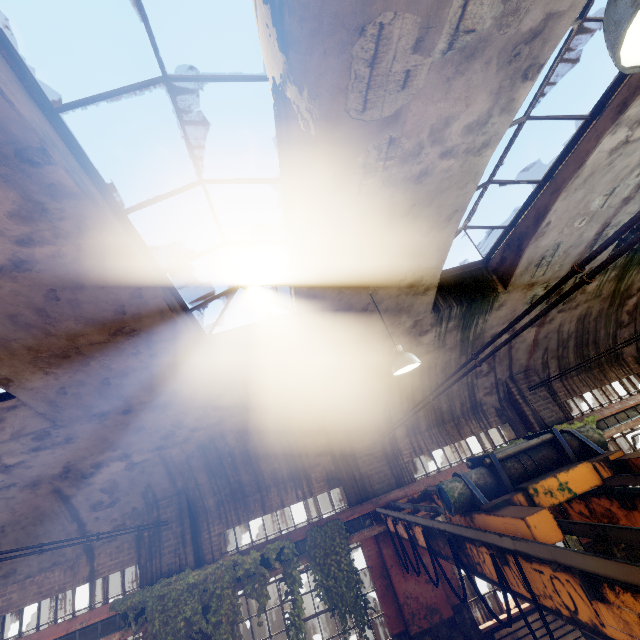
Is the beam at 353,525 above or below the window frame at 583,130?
below

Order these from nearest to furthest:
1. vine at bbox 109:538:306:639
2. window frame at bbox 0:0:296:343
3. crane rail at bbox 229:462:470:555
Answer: window frame at bbox 0:0:296:343 < vine at bbox 109:538:306:639 < crane rail at bbox 229:462:470:555

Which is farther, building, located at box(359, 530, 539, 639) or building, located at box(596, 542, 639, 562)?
building, located at box(596, 542, 639, 562)

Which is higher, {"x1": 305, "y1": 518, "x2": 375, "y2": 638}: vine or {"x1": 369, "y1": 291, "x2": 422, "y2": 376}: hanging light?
{"x1": 369, "y1": 291, "x2": 422, "y2": 376}: hanging light

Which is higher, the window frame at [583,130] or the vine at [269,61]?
the window frame at [583,130]

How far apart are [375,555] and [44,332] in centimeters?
802cm

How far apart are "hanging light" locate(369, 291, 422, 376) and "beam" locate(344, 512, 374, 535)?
3.8m

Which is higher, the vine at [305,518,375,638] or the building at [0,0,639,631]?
the building at [0,0,639,631]
